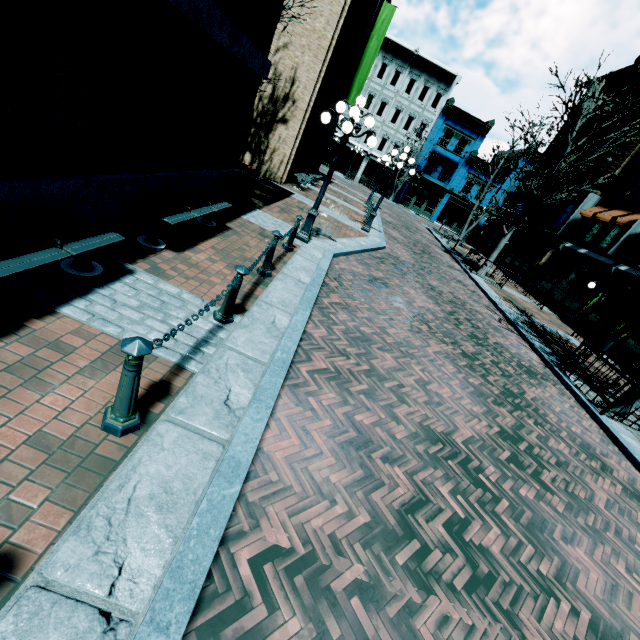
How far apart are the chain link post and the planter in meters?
21.5

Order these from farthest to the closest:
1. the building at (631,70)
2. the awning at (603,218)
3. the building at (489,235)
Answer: the building at (489,235) < the building at (631,70) < the awning at (603,218)

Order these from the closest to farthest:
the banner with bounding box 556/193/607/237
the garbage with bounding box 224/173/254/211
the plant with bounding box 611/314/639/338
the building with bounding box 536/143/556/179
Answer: the garbage with bounding box 224/173/254/211, the plant with bounding box 611/314/639/338, the banner with bounding box 556/193/607/237, the building with bounding box 536/143/556/179

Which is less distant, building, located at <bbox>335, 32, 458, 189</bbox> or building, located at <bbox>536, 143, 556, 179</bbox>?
building, located at <bbox>536, 143, 556, 179</bbox>

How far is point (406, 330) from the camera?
7.3m

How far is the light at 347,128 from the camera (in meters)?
7.29

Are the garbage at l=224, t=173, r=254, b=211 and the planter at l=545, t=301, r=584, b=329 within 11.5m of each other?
no

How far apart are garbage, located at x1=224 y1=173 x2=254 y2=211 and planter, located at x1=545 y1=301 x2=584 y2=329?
18.3m
